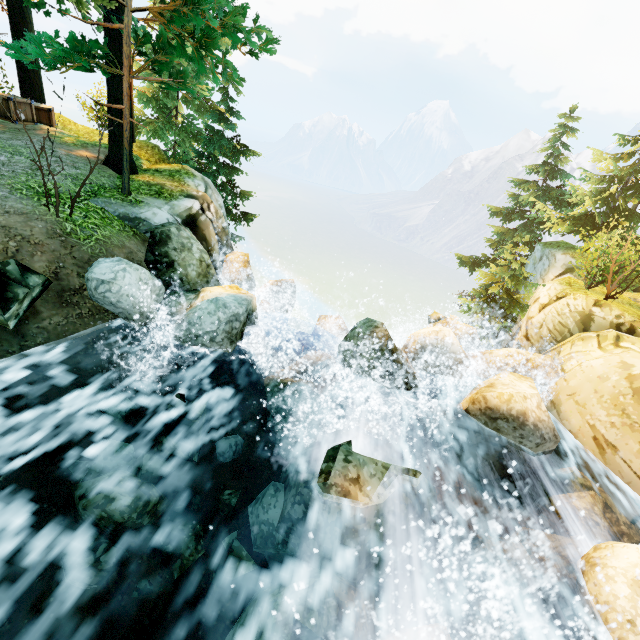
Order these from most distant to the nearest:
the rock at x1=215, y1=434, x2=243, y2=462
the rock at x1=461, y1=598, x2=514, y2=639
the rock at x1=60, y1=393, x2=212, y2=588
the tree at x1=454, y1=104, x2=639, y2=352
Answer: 1. the tree at x1=454, y1=104, x2=639, y2=352
2. the rock at x1=215, y1=434, x2=243, y2=462
3. the rock at x1=461, y1=598, x2=514, y2=639
4. the rock at x1=60, y1=393, x2=212, y2=588

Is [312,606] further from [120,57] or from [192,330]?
[120,57]

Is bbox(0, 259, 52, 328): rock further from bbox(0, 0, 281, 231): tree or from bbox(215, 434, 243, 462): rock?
bbox(0, 0, 281, 231): tree

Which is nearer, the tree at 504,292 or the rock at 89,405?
the rock at 89,405

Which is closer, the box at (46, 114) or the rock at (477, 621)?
the rock at (477, 621)

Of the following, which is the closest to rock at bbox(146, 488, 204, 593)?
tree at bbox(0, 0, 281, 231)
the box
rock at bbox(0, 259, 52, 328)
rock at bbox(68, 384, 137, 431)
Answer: rock at bbox(68, 384, 137, 431)

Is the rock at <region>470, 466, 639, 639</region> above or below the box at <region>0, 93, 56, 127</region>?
below
